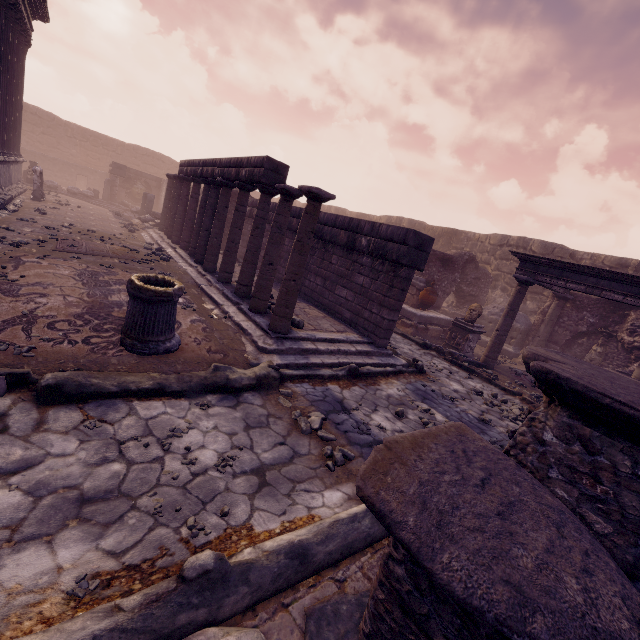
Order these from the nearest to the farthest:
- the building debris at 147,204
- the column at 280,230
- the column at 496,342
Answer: the column at 280,230, the column at 496,342, the building debris at 147,204

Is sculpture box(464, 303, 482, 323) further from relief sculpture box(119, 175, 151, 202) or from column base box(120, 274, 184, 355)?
relief sculpture box(119, 175, 151, 202)

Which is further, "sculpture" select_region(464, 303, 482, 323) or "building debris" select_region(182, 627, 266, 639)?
"sculpture" select_region(464, 303, 482, 323)

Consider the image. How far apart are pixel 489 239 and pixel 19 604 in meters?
19.6

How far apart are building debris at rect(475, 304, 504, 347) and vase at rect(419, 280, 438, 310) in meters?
3.1

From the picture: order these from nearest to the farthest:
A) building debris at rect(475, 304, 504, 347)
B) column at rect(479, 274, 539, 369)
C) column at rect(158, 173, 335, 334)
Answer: column at rect(158, 173, 335, 334) < column at rect(479, 274, 539, 369) < building debris at rect(475, 304, 504, 347)

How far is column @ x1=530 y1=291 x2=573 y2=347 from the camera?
11.80m

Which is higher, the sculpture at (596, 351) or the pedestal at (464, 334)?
the sculpture at (596, 351)
